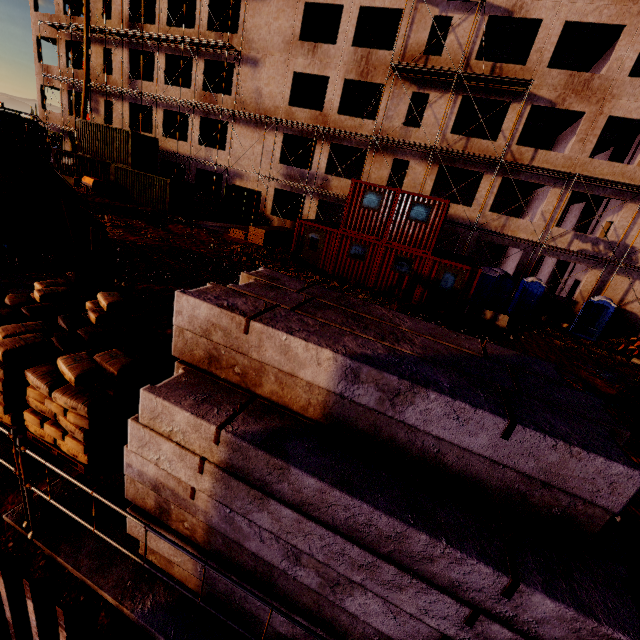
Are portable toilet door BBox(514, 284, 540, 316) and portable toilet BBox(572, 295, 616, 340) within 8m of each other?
yes

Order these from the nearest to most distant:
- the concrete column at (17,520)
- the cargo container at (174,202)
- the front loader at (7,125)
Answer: the concrete column at (17,520), the front loader at (7,125), the cargo container at (174,202)

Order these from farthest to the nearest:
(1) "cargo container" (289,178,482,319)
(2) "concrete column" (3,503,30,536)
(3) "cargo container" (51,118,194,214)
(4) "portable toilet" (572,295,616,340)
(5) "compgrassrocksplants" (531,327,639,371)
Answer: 1. (3) "cargo container" (51,118,194,214)
2. (4) "portable toilet" (572,295,616,340)
3. (1) "cargo container" (289,178,482,319)
4. (5) "compgrassrocksplants" (531,327,639,371)
5. (2) "concrete column" (3,503,30,536)

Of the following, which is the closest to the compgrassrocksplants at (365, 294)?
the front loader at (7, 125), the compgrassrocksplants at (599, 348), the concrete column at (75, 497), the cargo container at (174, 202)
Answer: the front loader at (7, 125)

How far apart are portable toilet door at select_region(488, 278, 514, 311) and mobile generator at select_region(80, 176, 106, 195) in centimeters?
2876cm

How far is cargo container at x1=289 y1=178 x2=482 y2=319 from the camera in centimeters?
1556cm

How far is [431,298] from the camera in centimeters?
1638cm

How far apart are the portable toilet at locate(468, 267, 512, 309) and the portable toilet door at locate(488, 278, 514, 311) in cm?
1
